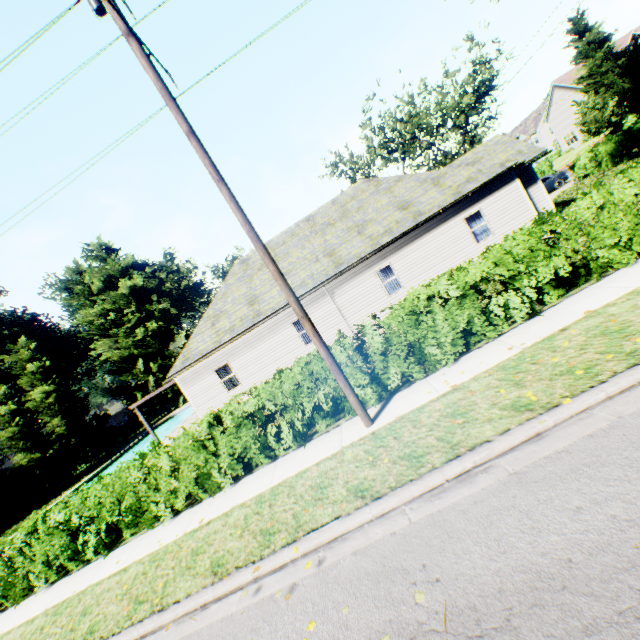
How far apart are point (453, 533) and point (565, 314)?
5.10m

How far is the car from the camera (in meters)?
27.08

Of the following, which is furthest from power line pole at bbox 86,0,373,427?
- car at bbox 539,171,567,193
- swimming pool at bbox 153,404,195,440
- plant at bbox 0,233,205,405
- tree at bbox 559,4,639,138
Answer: plant at bbox 0,233,205,405

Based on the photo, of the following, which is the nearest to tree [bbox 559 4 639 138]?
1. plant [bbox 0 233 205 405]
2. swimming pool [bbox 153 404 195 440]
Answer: plant [bbox 0 233 205 405]

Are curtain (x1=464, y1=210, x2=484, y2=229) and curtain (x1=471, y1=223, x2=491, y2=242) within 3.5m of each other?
yes

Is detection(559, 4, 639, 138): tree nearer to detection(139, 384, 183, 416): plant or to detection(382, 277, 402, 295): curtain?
detection(139, 384, 183, 416): plant

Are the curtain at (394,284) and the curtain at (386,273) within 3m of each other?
yes

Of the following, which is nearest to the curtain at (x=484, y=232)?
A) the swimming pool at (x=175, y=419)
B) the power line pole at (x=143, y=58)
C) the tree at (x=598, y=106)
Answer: the tree at (x=598, y=106)
